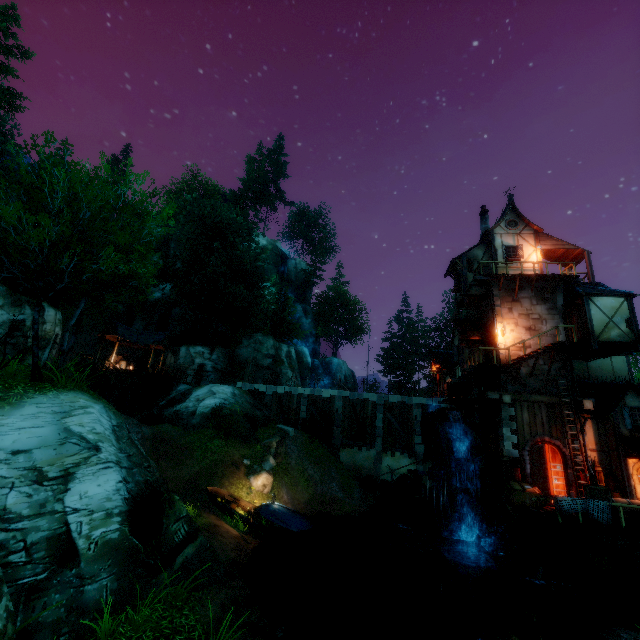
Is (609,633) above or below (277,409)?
below

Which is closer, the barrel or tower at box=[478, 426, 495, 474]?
the barrel

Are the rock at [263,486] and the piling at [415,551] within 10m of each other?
yes

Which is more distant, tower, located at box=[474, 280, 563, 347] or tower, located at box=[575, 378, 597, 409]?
tower, located at box=[474, 280, 563, 347]

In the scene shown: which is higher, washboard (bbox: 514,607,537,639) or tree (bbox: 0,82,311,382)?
tree (bbox: 0,82,311,382)

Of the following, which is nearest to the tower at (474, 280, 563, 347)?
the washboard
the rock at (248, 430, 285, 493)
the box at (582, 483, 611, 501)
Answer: the box at (582, 483, 611, 501)

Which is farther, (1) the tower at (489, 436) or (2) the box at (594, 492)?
(1) the tower at (489, 436)

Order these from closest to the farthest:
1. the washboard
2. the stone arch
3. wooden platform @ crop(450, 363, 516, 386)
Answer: the washboard < the stone arch < wooden platform @ crop(450, 363, 516, 386)
